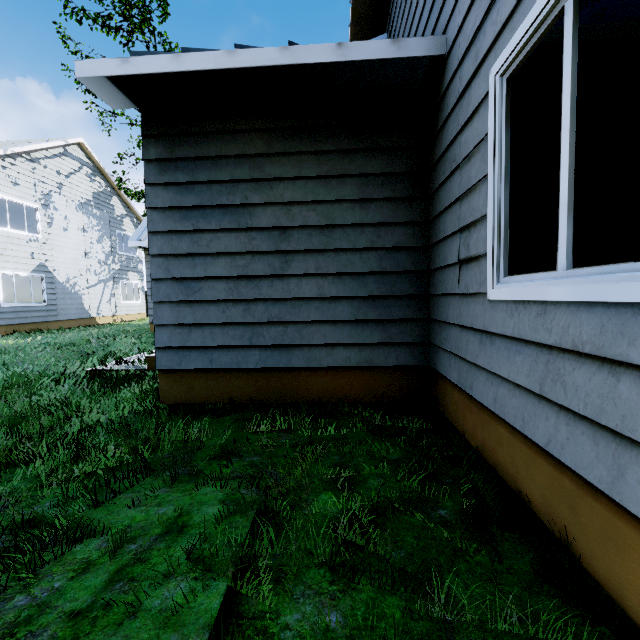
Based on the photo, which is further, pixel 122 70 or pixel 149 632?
pixel 122 70
